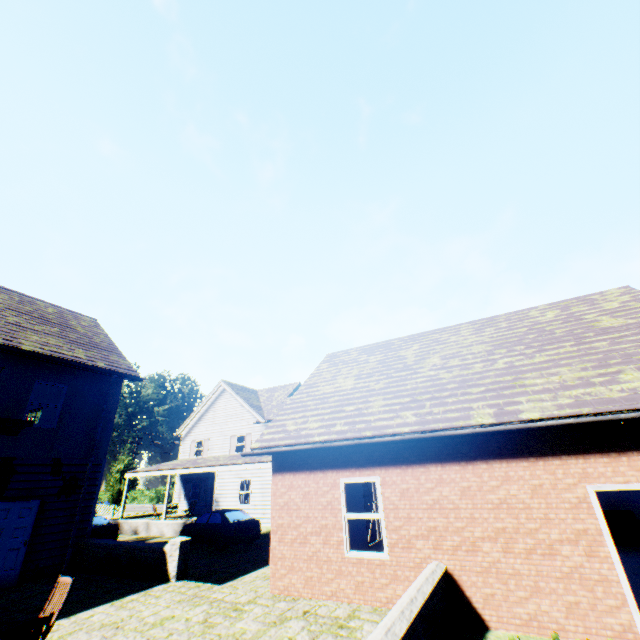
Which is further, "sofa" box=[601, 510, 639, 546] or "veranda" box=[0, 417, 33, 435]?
"sofa" box=[601, 510, 639, 546]

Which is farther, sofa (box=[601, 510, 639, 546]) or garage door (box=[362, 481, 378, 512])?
garage door (box=[362, 481, 378, 512])

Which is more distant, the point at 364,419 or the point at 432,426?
the point at 364,419

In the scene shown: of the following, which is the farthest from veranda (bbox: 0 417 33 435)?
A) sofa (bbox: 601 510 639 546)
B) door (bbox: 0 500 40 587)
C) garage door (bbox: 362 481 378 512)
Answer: sofa (bbox: 601 510 639 546)

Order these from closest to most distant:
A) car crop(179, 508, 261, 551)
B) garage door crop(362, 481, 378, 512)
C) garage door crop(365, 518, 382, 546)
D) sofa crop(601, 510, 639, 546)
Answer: sofa crop(601, 510, 639, 546)
garage door crop(365, 518, 382, 546)
garage door crop(362, 481, 378, 512)
car crop(179, 508, 261, 551)

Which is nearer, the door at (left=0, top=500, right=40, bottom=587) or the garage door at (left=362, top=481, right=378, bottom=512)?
the door at (left=0, top=500, right=40, bottom=587)

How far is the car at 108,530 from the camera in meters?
16.2 m

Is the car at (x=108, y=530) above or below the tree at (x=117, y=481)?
below
